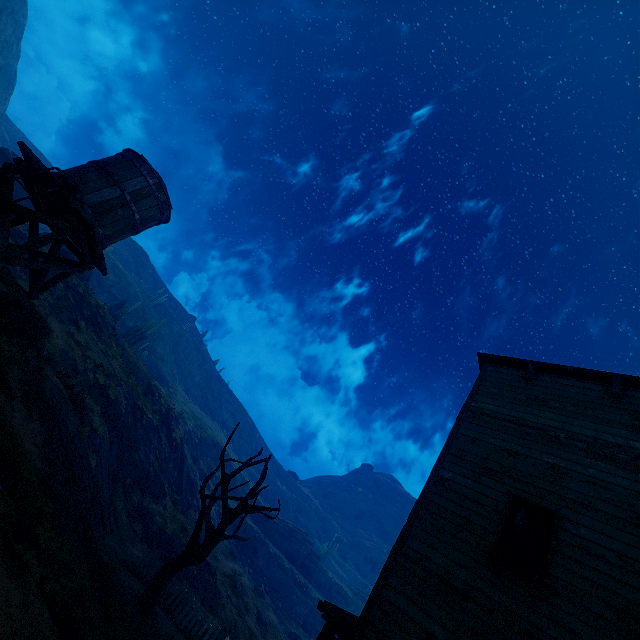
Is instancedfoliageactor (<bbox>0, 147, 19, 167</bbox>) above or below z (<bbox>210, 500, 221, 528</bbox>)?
above

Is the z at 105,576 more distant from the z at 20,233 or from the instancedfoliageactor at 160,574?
the z at 20,233

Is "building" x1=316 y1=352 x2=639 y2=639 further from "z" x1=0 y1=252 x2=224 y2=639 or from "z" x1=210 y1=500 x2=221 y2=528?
"z" x1=210 y1=500 x2=221 y2=528

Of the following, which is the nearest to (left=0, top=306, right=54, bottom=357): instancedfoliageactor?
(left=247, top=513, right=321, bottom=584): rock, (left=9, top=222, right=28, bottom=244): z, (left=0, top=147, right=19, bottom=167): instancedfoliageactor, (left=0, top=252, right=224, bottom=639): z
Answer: (left=9, top=222, right=28, bottom=244): z

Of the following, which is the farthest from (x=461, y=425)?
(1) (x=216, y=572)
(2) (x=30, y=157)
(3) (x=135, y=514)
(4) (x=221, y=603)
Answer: (1) (x=216, y=572)

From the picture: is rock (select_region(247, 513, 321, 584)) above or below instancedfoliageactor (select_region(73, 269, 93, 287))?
below

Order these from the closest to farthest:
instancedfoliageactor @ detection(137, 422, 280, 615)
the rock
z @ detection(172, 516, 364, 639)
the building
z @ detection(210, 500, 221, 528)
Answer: the building < instancedfoliageactor @ detection(137, 422, 280, 615) < z @ detection(172, 516, 364, 639) < z @ detection(210, 500, 221, 528) < the rock

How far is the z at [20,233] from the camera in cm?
1918
